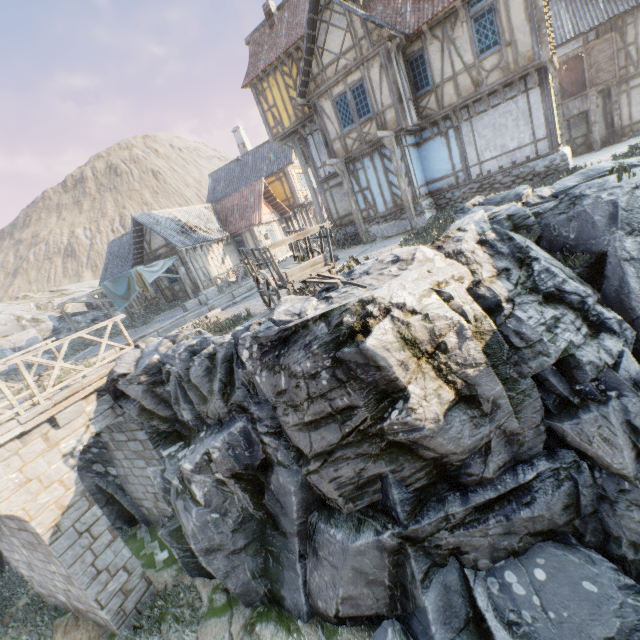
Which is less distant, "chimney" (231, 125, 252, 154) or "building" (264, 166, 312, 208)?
"building" (264, 166, 312, 208)

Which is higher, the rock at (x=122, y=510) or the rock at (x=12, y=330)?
the rock at (x=12, y=330)

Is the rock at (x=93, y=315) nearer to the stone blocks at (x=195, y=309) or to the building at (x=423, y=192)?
the stone blocks at (x=195, y=309)

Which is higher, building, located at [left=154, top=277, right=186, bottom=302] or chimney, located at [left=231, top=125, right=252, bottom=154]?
chimney, located at [left=231, top=125, right=252, bottom=154]

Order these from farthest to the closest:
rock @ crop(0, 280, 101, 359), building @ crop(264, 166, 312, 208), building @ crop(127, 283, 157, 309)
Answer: building @ crop(264, 166, 312, 208) → building @ crop(127, 283, 157, 309) → rock @ crop(0, 280, 101, 359)

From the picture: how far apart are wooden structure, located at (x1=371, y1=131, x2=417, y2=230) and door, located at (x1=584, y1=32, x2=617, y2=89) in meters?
13.2 m

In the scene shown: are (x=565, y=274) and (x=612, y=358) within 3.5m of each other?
yes

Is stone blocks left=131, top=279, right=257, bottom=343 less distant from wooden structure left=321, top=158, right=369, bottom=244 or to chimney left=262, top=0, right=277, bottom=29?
wooden structure left=321, top=158, right=369, bottom=244
